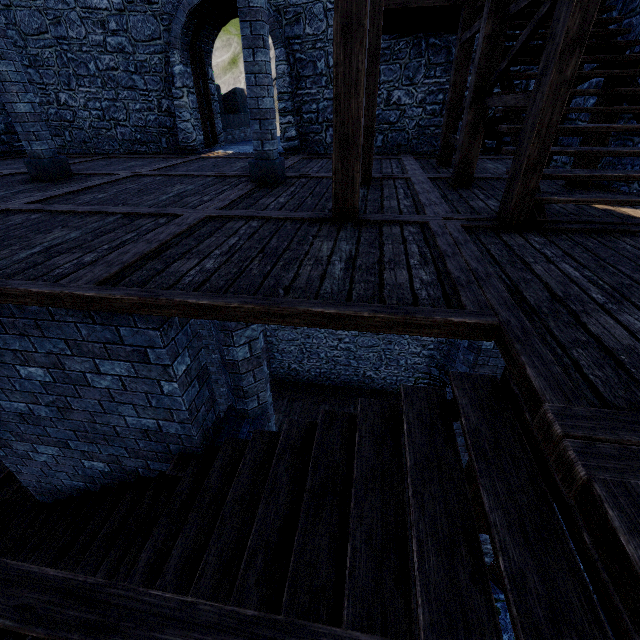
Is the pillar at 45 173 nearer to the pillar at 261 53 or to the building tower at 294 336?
the pillar at 261 53

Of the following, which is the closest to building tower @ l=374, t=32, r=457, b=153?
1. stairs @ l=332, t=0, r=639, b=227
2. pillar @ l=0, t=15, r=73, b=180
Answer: stairs @ l=332, t=0, r=639, b=227

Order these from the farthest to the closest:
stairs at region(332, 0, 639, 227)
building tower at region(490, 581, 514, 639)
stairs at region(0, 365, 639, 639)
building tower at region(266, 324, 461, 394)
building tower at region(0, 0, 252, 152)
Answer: building tower at region(266, 324, 461, 394) < building tower at region(0, 0, 252, 152) < building tower at region(490, 581, 514, 639) < stairs at region(332, 0, 639, 227) < stairs at region(0, 365, 639, 639)

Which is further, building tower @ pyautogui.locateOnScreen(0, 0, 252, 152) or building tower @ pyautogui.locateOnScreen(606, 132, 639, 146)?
building tower @ pyautogui.locateOnScreen(0, 0, 252, 152)

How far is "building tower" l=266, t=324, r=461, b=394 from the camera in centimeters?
1341cm

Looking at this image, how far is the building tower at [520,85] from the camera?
8.07m

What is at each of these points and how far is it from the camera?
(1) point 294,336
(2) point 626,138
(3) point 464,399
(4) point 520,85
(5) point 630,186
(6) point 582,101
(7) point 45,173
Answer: (1) building tower, 14.2m
(2) building tower, 4.9m
(3) stairs, 2.2m
(4) building tower, 8.3m
(5) building tower, 4.8m
(6) building tower, 6.1m
(7) pillar, 6.4m
